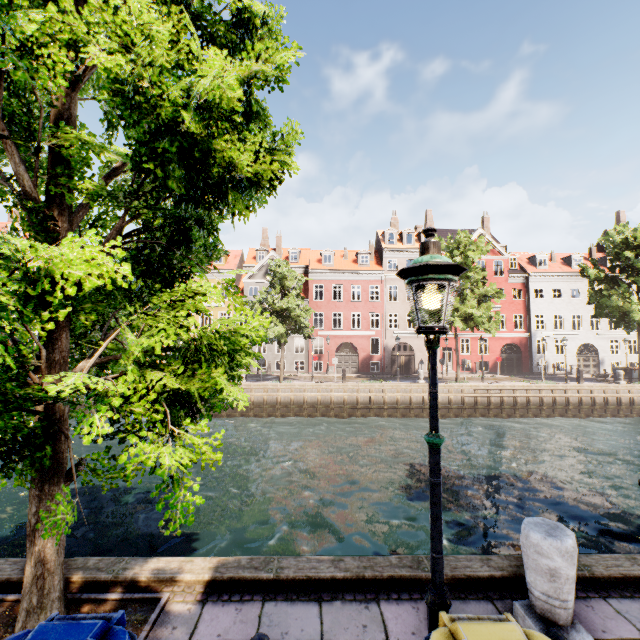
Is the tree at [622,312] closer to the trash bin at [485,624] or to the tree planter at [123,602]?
the tree planter at [123,602]

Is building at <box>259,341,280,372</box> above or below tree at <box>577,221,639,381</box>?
below

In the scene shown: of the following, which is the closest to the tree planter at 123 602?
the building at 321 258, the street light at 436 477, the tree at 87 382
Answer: the tree at 87 382

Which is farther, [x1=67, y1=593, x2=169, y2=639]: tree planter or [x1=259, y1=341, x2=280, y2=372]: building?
[x1=259, y1=341, x2=280, y2=372]: building

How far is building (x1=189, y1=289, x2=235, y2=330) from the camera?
34.19m

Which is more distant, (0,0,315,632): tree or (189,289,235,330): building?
(189,289,235,330): building

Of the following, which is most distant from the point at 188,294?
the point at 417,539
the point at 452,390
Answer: the point at 452,390
